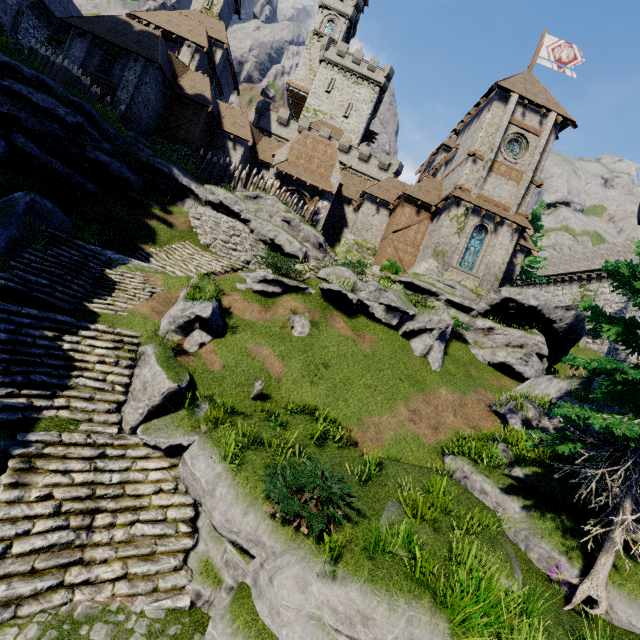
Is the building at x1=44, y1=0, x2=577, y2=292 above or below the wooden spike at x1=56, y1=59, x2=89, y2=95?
above

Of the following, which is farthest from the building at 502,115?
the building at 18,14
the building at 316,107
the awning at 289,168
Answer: the building at 316,107

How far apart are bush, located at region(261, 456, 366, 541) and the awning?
25.8 meters

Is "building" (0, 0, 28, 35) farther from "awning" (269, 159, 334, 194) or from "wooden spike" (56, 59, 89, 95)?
"awning" (269, 159, 334, 194)

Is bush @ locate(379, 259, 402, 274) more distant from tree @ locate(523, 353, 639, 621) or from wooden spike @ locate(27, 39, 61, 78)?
wooden spike @ locate(27, 39, 61, 78)

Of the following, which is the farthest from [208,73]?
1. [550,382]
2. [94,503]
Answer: [550,382]

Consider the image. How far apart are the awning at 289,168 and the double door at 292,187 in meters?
0.5 m

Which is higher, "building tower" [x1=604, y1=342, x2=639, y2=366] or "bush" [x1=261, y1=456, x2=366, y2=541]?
"building tower" [x1=604, y1=342, x2=639, y2=366]
